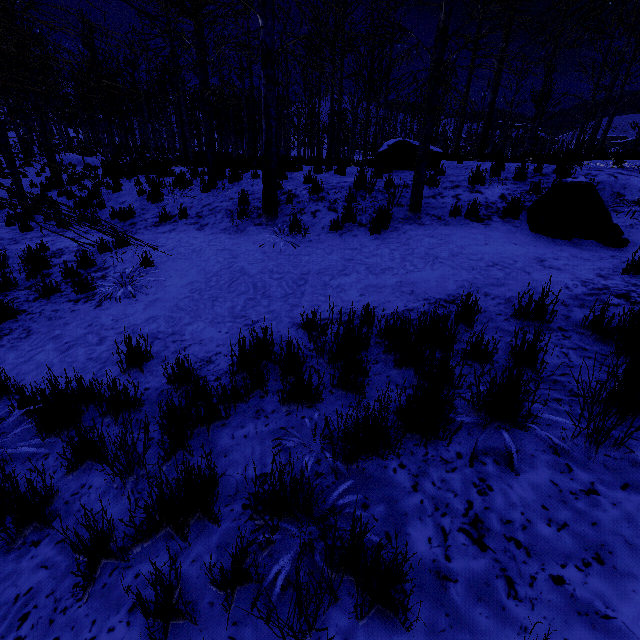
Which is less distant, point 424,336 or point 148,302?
point 424,336

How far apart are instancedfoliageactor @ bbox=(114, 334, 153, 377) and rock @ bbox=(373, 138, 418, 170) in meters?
8.3 m

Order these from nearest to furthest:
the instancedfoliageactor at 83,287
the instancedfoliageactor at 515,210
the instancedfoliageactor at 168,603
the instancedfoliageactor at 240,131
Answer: the instancedfoliageactor at 168,603
the instancedfoliageactor at 240,131
the instancedfoliageactor at 83,287
the instancedfoliageactor at 515,210

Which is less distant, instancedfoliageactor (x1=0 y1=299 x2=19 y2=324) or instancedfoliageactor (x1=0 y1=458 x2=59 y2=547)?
instancedfoliageactor (x1=0 y1=458 x2=59 y2=547)

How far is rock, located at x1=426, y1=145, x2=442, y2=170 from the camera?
8.88m

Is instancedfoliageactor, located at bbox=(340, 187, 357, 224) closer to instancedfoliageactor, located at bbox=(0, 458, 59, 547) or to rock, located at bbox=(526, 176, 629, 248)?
instancedfoliageactor, located at bbox=(0, 458, 59, 547)

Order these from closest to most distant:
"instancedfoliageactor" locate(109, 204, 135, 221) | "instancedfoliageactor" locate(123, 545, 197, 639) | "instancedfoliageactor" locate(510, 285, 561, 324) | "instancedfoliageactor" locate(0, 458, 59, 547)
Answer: "instancedfoliageactor" locate(123, 545, 197, 639) → "instancedfoliageactor" locate(0, 458, 59, 547) → "instancedfoliageactor" locate(510, 285, 561, 324) → "instancedfoliageactor" locate(109, 204, 135, 221)

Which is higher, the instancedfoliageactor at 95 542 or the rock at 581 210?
the rock at 581 210
